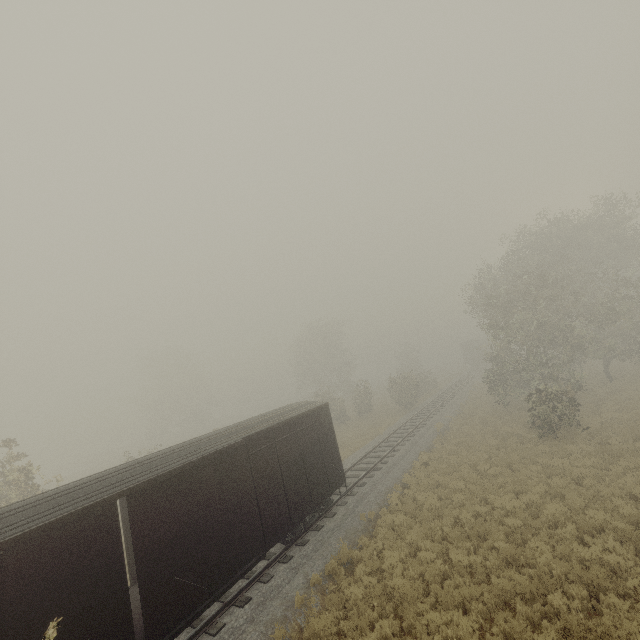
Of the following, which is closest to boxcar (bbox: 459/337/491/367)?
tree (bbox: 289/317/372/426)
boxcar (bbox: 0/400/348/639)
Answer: tree (bbox: 289/317/372/426)

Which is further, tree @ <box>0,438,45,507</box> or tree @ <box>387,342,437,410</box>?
tree @ <box>387,342,437,410</box>

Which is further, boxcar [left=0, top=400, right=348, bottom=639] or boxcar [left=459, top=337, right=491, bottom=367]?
boxcar [left=459, top=337, right=491, bottom=367]

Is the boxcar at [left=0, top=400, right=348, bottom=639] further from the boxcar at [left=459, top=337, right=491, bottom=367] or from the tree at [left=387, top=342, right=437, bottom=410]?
the boxcar at [left=459, top=337, right=491, bottom=367]

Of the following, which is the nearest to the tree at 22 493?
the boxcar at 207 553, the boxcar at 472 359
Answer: the boxcar at 207 553

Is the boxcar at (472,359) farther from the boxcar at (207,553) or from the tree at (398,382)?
the boxcar at (207,553)

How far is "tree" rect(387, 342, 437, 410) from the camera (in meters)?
34.19

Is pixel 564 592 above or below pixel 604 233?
below
